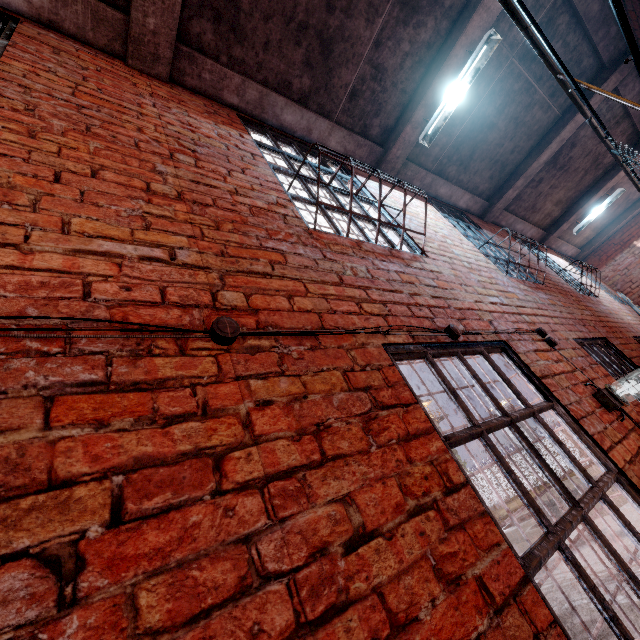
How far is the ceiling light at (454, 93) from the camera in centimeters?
343cm

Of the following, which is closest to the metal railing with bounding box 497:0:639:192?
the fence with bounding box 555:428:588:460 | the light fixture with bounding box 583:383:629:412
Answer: the light fixture with bounding box 583:383:629:412

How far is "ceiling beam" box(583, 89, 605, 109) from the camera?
5.0 meters

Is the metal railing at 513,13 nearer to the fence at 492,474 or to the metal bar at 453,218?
the metal bar at 453,218

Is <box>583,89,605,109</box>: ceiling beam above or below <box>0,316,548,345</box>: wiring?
above

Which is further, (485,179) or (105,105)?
(485,179)

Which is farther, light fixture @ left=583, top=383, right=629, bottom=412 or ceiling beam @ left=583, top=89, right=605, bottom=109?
ceiling beam @ left=583, top=89, right=605, bottom=109

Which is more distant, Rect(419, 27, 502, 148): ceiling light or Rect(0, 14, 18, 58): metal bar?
Rect(419, 27, 502, 148): ceiling light
